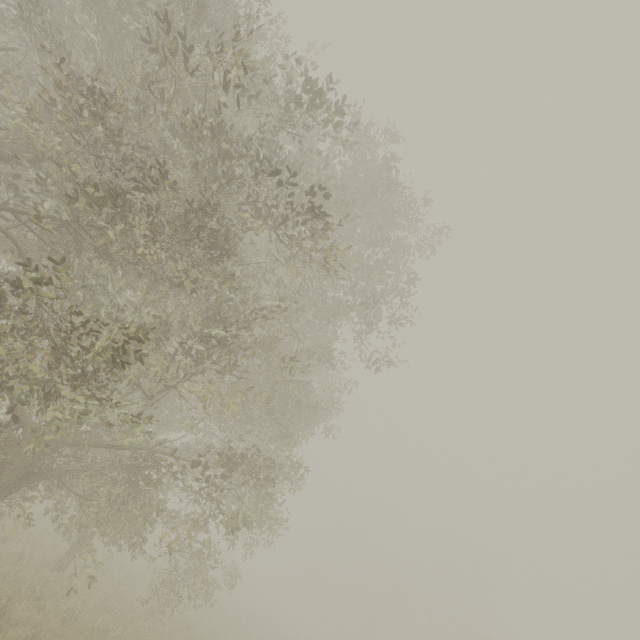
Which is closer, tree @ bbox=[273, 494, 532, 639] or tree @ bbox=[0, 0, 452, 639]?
tree @ bbox=[0, 0, 452, 639]

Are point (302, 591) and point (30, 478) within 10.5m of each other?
no

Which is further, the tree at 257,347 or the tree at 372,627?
the tree at 372,627
